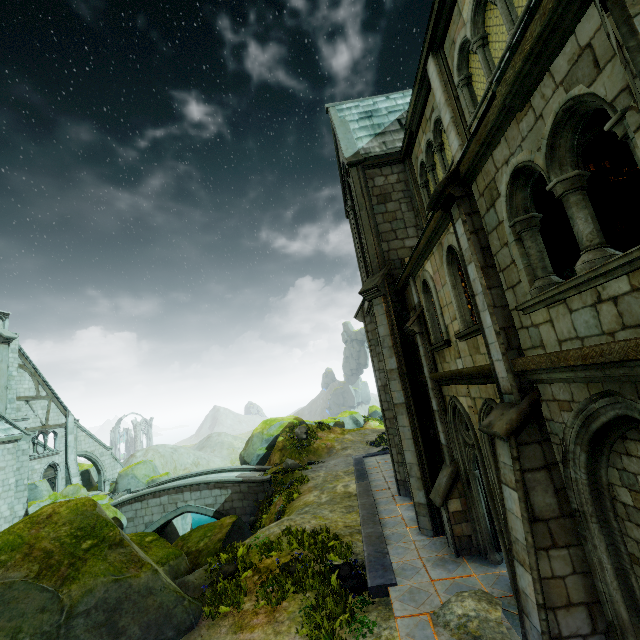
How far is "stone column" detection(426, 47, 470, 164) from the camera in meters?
8.3 m

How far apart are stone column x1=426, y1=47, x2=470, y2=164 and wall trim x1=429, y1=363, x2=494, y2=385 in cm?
534

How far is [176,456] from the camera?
59.53m

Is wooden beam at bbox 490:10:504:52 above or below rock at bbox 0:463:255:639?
above

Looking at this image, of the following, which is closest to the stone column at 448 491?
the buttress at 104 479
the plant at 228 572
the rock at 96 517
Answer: the plant at 228 572

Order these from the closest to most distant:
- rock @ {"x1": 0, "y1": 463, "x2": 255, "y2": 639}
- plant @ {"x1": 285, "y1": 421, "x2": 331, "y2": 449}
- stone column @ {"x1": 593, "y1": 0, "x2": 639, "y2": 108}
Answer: stone column @ {"x1": 593, "y1": 0, "x2": 639, "y2": 108}, rock @ {"x1": 0, "y1": 463, "x2": 255, "y2": 639}, plant @ {"x1": 285, "y1": 421, "x2": 331, "y2": 449}

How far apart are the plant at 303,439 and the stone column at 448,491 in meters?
18.4

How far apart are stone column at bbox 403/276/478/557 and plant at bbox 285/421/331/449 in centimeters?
1844cm
